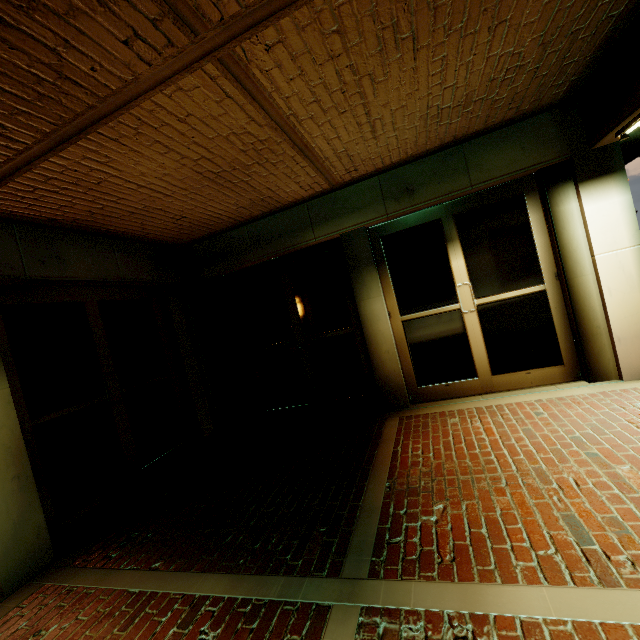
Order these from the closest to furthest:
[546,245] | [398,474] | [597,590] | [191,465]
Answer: [597,590] < [398,474] < [546,245] < [191,465]

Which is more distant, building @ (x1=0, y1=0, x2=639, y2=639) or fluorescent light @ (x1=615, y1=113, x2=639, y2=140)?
fluorescent light @ (x1=615, y1=113, x2=639, y2=140)

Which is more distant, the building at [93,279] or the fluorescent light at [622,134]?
the fluorescent light at [622,134]
